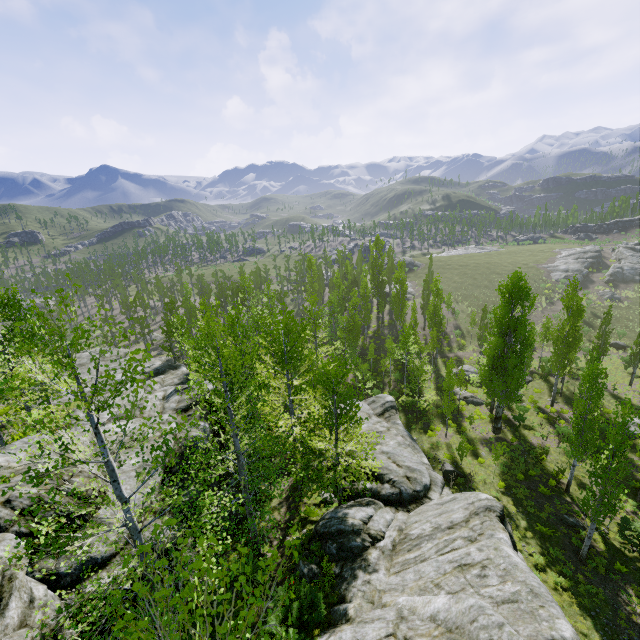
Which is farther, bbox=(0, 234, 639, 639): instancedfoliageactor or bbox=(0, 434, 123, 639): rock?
bbox=(0, 434, 123, 639): rock

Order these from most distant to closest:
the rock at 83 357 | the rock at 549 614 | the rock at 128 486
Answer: the rock at 83 357 → the rock at 128 486 → the rock at 549 614

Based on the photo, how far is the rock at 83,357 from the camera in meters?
31.1

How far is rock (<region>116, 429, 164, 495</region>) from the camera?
11.68m

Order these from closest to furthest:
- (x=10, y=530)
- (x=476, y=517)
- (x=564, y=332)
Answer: (x=10, y=530) < (x=476, y=517) < (x=564, y=332)

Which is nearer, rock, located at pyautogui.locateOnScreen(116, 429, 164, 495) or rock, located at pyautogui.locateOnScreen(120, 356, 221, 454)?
rock, located at pyautogui.locateOnScreen(116, 429, 164, 495)
